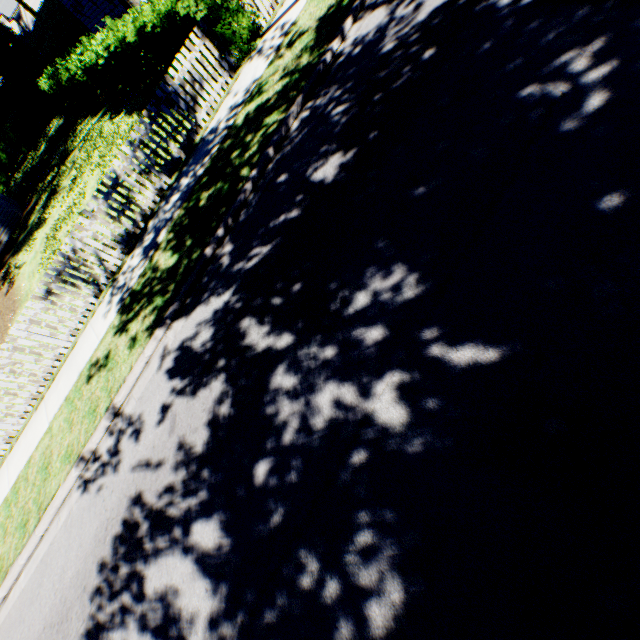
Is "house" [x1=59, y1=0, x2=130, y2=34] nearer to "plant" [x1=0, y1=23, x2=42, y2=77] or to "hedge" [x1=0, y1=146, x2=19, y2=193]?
"plant" [x1=0, y1=23, x2=42, y2=77]

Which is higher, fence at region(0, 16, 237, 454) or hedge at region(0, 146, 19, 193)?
hedge at region(0, 146, 19, 193)

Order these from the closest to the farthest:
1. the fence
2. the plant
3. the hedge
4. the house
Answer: the fence < the house < the plant < the hedge

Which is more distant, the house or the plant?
the plant

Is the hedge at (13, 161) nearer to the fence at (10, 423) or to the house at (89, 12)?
the house at (89, 12)

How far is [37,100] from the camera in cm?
2942

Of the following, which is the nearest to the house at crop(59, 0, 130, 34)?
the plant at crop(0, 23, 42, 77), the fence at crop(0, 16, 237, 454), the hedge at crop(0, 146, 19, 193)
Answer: the plant at crop(0, 23, 42, 77)

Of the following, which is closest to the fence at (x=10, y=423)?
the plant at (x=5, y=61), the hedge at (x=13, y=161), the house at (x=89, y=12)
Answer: the house at (x=89, y=12)
